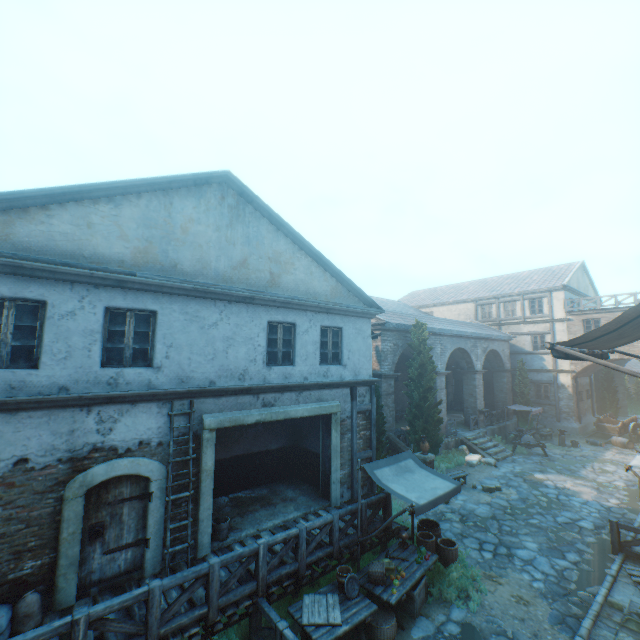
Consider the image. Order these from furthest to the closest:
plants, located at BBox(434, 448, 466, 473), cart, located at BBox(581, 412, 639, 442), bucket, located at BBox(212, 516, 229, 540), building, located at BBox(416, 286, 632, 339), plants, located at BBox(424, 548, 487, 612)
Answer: building, located at BBox(416, 286, 632, 339)
cart, located at BBox(581, 412, 639, 442)
plants, located at BBox(434, 448, 466, 473)
bucket, located at BBox(212, 516, 229, 540)
plants, located at BBox(424, 548, 487, 612)

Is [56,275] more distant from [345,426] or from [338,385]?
[345,426]

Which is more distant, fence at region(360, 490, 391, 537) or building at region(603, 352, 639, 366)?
building at region(603, 352, 639, 366)

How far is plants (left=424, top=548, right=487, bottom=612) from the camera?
7.57m

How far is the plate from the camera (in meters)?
6.68

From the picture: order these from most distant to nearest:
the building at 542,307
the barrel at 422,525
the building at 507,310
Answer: the building at 507,310 → the building at 542,307 → the barrel at 422,525

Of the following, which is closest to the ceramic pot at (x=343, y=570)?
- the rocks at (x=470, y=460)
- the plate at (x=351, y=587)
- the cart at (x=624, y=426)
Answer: the plate at (x=351, y=587)

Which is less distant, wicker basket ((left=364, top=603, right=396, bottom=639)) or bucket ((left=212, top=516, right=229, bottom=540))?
wicker basket ((left=364, top=603, right=396, bottom=639))
